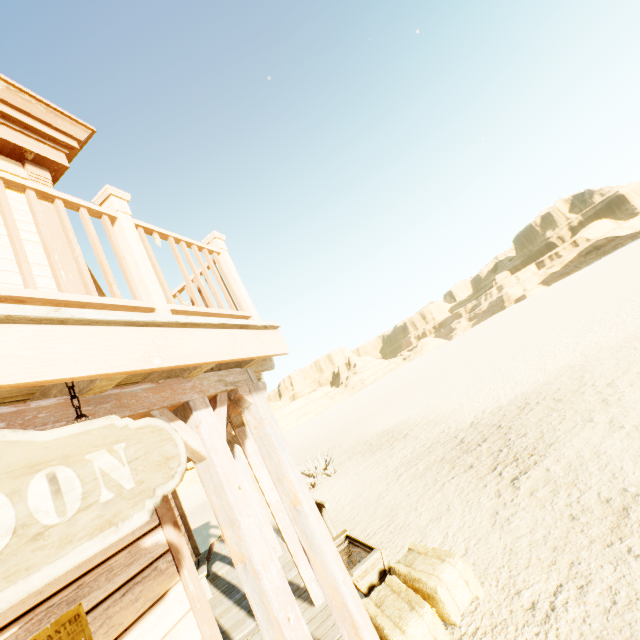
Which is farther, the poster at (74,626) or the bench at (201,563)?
the bench at (201,563)

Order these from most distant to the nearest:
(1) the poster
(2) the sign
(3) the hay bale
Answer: (3) the hay bale < (1) the poster < (2) the sign

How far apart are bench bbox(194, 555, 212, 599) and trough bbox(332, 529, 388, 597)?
2.6 meters

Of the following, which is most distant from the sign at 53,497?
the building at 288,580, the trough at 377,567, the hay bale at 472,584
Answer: the trough at 377,567

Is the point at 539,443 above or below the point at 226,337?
below

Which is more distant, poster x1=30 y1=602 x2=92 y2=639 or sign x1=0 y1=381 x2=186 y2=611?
poster x1=30 y1=602 x2=92 y2=639

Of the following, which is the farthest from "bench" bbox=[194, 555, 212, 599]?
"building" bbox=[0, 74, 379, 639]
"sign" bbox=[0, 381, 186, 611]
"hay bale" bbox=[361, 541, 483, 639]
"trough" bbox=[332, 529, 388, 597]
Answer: "sign" bbox=[0, 381, 186, 611]

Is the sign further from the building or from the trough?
the trough
